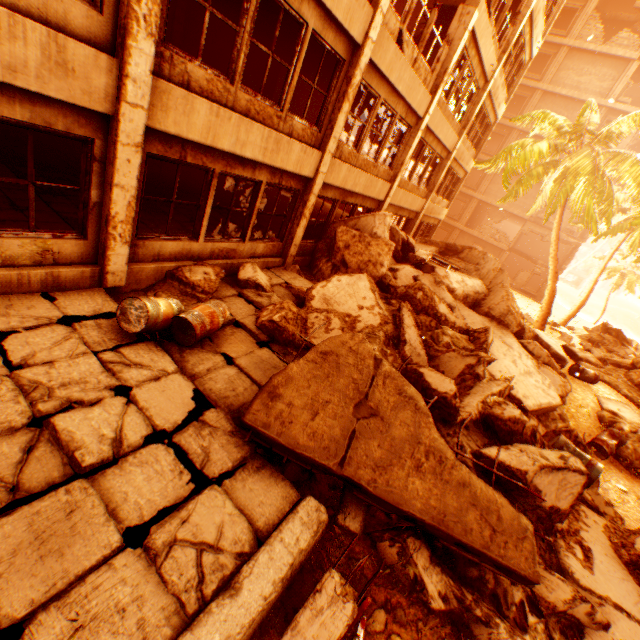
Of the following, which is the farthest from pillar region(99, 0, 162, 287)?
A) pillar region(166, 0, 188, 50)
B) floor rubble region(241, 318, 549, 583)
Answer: pillar region(166, 0, 188, 50)

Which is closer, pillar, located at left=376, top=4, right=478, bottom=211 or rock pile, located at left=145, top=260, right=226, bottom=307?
rock pile, located at left=145, top=260, right=226, bottom=307

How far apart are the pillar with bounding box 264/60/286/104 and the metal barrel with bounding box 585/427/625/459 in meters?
17.4 m

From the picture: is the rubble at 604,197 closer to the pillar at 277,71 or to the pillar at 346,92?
the pillar at 346,92

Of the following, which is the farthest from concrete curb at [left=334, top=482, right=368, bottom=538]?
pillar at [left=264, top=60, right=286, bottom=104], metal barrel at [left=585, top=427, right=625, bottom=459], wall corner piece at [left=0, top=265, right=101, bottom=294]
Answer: pillar at [left=264, top=60, right=286, bottom=104]

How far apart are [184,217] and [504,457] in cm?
963

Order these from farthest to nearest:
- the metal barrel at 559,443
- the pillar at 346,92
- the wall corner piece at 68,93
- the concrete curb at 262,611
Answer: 1. the pillar at 346,92
2. the metal barrel at 559,443
3. the wall corner piece at 68,93
4. the concrete curb at 262,611

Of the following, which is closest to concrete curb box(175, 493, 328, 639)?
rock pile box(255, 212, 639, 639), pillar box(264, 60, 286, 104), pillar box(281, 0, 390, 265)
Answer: rock pile box(255, 212, 639, 639)
